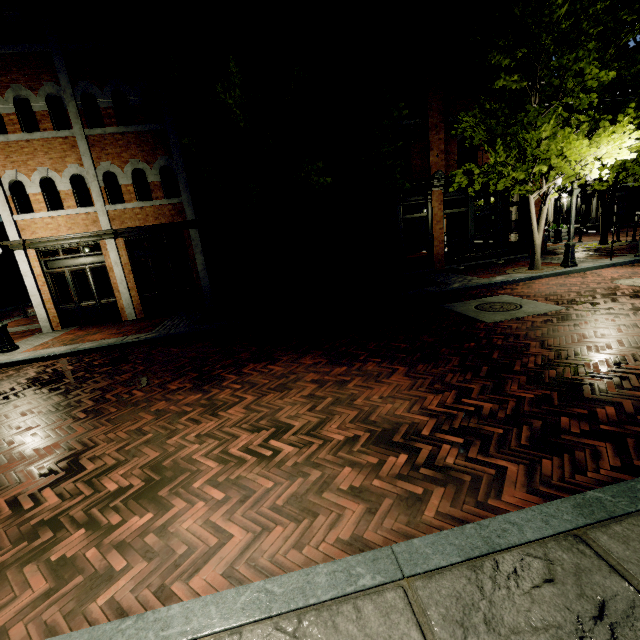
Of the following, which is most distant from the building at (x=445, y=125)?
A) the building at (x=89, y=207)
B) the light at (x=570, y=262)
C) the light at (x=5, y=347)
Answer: the light at (x=570, y=262)

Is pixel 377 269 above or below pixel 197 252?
below

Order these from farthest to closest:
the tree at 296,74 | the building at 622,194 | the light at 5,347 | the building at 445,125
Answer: the building at 622,194 < the building at 445,125 < the light at 5,347 < the tree at 296,74

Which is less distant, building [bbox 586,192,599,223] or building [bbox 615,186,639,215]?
building [bbox 615,186,639,215]

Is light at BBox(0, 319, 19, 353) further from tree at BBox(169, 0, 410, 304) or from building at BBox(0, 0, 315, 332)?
building at BBox(0, 0, 315, 332)

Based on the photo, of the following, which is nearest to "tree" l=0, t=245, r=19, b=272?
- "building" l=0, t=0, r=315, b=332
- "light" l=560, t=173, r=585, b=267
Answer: "light" l=560, t=173, r=585, b=267

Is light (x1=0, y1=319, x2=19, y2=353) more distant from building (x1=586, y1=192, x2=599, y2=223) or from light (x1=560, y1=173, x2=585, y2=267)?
light (x1=560, y1=173, x2=585, y2=267)

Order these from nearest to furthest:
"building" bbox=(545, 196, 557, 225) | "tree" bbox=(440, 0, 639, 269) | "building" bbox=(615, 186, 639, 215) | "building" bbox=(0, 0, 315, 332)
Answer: "tree" bbox=(440, 0, 639, 269)
"building" bbox=(0, 0, 315, 332)
"building" bbox=(615, 186, 639, 215)
"building" bbox=(545, 196, 557, 225)
